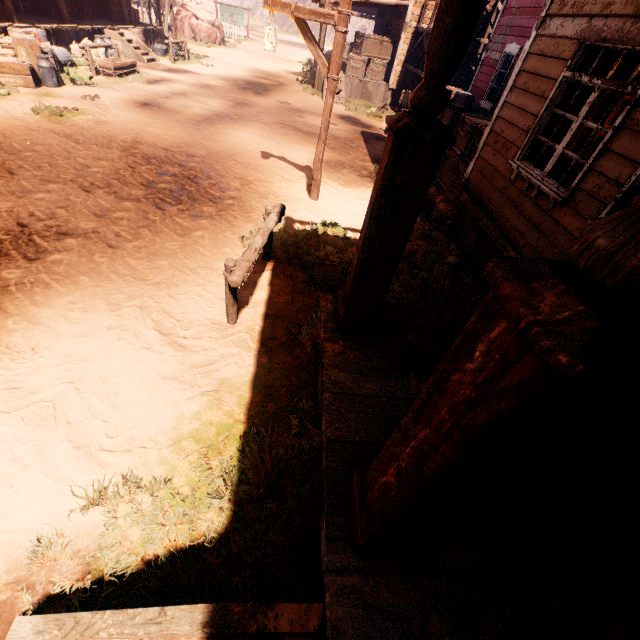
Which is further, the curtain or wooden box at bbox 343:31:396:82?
wooden box at bbox 343:31:396:82

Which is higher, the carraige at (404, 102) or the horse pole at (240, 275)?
the carraige at (404, 102)

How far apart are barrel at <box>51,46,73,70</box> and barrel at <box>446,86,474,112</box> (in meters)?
12.67

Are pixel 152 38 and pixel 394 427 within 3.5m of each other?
no

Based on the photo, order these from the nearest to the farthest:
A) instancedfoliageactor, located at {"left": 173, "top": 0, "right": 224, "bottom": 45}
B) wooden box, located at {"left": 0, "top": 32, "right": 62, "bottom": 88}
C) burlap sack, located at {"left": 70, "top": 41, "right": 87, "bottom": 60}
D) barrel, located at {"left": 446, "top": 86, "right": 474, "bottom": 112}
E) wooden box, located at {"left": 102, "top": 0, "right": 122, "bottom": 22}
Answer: wooden box, located at {"left": 0, "top": 32, "right": 62, "bottom": 88}
barrel, located at {"left": 446, "top": 86, "right": 474, "bottom": 112}
burlap sack, located at {"left": 70, "top": 41, "right": 87, "bottom": 60}
wooden box, located at {"left": 102, "top": 0, "right": 122, "bottom": 22}
instancedfoliageactor, located at {"left": 173, "top": 0, "right": 224, "bottom": 45}

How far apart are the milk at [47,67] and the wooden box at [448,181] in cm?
1188

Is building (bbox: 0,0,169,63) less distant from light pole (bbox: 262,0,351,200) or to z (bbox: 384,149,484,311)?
z (bbox: 384,149,484,311)

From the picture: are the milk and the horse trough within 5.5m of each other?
yes
